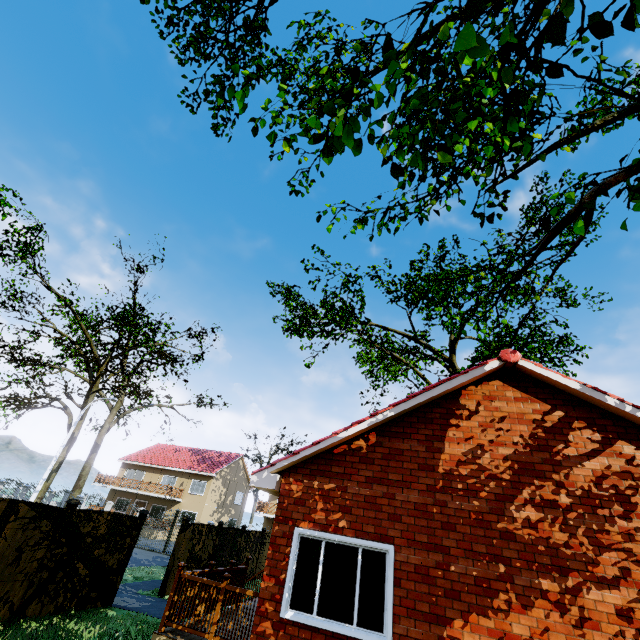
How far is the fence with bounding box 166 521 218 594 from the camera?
13.10m

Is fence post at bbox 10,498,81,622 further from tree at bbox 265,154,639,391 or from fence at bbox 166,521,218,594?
tree at bbox 265,154,639,391

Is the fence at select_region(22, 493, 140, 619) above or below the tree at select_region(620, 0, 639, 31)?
below

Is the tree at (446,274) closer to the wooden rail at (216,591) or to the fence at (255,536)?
the fence at (255,536)

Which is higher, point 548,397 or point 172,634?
point 548,397

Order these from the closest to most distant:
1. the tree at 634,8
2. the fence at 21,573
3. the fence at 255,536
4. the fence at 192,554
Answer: the tree at 634,8 < the fence at 21,573 < the fence at 192,554 < the fence at 255,536
